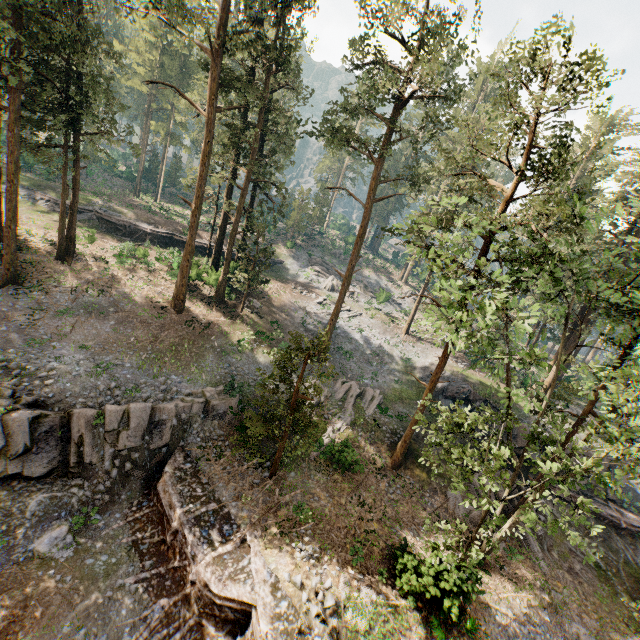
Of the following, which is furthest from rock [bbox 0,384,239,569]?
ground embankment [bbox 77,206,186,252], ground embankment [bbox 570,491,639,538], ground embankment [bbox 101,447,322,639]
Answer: ground embankment [bbox 77,206,186,252]

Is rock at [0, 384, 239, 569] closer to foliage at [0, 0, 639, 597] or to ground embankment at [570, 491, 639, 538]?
foliage at [0, 0, 639, 597]

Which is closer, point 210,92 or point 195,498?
point 195,498

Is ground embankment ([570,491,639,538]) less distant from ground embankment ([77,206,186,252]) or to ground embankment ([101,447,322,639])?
ground embankment ([101,447,322,639])

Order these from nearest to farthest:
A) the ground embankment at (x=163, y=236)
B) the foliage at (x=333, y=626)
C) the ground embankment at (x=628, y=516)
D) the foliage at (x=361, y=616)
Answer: the foliage at (x=333, y=626) → the foliage at (x=361, y=616) → the ground embankment at (x=628, y=516) → the ground embankment at (x=163, y=236)

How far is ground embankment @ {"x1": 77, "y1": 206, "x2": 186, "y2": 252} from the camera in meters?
37.2

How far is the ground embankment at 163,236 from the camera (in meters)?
37.19

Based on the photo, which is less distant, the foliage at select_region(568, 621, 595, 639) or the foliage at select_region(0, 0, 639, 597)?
the foliage at select_region(0, 0, 639, 597)
